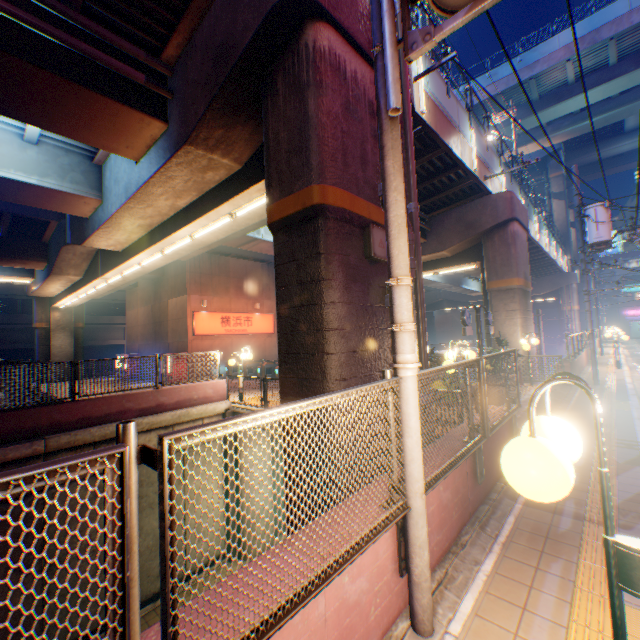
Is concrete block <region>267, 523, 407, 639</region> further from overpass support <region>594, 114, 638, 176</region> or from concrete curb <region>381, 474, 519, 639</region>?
overpass support <region>594, 114, 638, 176</region>

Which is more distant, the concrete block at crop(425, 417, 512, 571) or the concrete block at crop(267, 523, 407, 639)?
the concrete block at crop(425, 417, 512, 571)

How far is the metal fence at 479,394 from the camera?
3.51m

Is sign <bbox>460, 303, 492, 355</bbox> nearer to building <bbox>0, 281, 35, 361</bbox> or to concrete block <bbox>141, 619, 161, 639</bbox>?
concrete block <bbox>141, 619, 161, 639</bbox>

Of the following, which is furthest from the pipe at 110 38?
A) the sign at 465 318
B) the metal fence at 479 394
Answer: the sign at 465 318

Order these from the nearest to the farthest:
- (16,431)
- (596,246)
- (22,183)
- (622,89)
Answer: (16,431) → (22,183) → (596,246) → (622,89)

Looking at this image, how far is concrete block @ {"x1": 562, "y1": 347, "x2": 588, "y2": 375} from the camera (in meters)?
13.80

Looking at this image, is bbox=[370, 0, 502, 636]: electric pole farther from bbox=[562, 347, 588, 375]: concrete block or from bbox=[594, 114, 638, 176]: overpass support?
bbox=[562, 347, 588, 375]: concrete block
